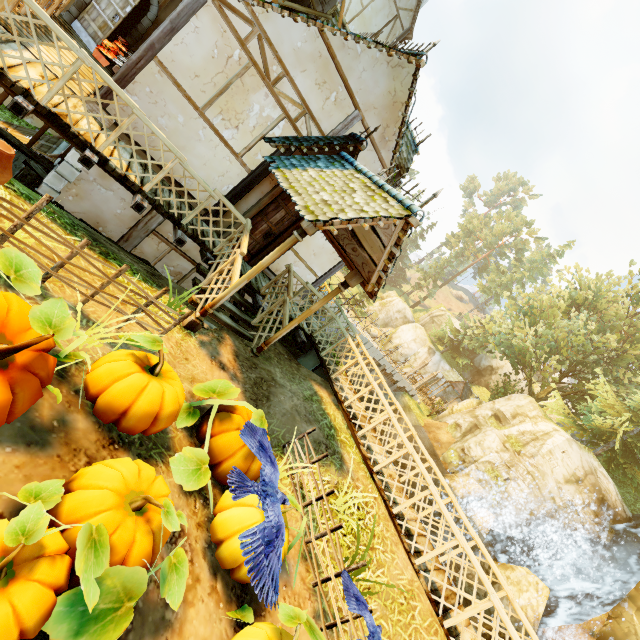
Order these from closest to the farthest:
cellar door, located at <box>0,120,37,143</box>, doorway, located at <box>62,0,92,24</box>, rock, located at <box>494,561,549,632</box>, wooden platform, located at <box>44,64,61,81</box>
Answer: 1. wooden platform, located at <box>44,64,61,81</box>
2. doorway, located at <box>62,0,92,24</box>
3. cellar door, located at <box>0,120,37,143</box>
4. rock, located at <box>494,561,549,632</box>

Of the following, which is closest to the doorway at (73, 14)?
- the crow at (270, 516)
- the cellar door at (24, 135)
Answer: the cellar door at (24, 135)

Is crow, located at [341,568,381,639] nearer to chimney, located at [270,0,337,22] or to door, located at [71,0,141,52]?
chimney, located at [270,0,337,22]

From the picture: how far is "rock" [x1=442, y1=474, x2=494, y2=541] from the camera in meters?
17.6 m

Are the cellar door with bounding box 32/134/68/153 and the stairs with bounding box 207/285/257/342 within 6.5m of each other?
no

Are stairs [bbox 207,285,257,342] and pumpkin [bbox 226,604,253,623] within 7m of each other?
yes

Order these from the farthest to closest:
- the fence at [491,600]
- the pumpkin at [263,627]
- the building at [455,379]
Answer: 1. the building at [455,379]
2. the fence at [491,600]
3. the pumpkin at [263,627]

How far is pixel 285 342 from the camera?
10.4 meters
